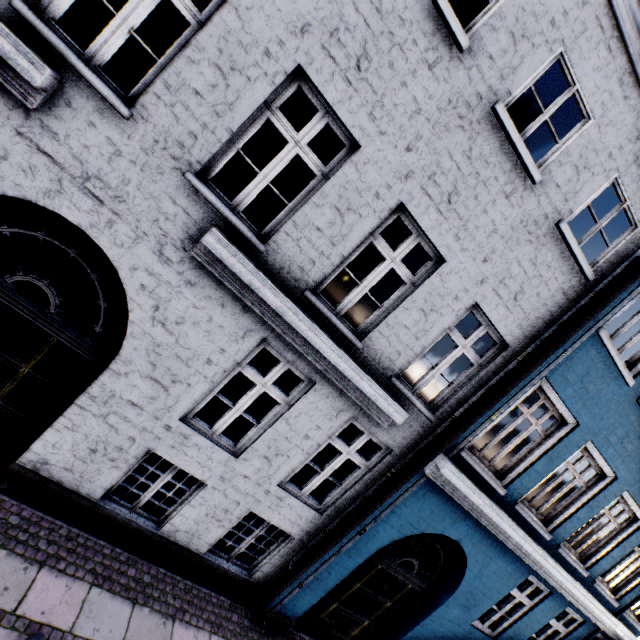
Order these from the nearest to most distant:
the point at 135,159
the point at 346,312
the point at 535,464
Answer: the point at 135,159, the point at 535,464, the point at 346,312
